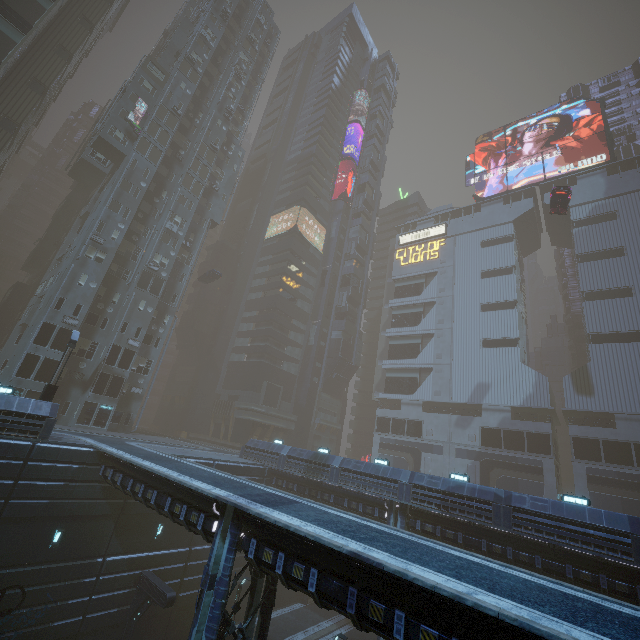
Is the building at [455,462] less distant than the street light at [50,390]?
No

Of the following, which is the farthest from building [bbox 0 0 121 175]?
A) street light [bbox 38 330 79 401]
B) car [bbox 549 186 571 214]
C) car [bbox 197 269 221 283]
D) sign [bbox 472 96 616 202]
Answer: car [bbox 197 269 221 283]

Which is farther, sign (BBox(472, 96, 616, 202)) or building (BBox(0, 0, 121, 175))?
sign (BBox(472, 96, 616, 202))

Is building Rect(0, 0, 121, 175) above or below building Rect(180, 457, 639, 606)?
above

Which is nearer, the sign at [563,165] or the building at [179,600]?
the building at [179,600]

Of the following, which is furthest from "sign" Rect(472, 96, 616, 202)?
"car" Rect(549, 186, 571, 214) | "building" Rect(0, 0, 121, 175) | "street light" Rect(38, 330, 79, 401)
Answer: "street light" Rect(38, 330, 79, 401)

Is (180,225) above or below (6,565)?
above

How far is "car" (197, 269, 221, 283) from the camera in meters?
47.4
